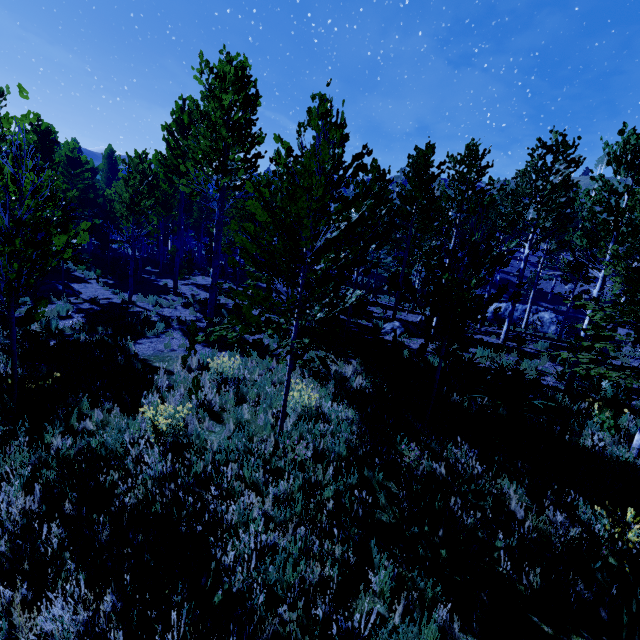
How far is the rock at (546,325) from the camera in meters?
26.5

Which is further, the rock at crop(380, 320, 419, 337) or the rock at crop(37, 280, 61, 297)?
the rock at crop(37, 280, 61, 297)

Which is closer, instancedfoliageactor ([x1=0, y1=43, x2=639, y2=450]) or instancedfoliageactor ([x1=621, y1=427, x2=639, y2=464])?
instancedfoliageactor ([x1=0, y1=43, x2=639, y2=450])

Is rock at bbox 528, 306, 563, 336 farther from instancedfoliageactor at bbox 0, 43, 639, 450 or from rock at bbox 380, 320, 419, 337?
rock at bbox 380, 320, 419, 337

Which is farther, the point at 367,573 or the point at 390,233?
the point at 390,233

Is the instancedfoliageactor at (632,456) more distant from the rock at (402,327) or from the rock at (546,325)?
the rock at (546,325)

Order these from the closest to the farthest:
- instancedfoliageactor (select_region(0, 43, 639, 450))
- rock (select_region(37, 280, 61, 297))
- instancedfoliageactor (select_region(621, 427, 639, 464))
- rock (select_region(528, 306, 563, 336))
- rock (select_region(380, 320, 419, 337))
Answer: instancedfoliageactor (select_region(0, 43, 639, 450)) → instancedfoliageactor (select_region(621, 427, 639, 464)) → rock (select_region(380, 320, 419, 337)) → rock (select_region(37, 280, 61, 297)) → rock (select_region(528, 306, 563, 336))
